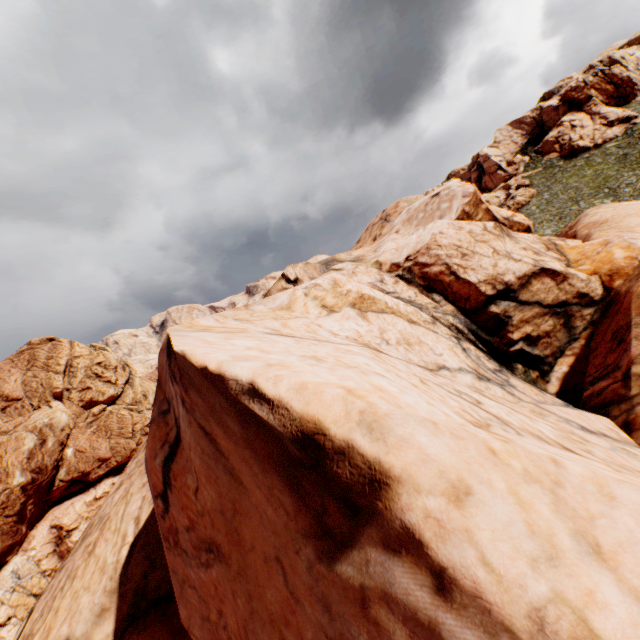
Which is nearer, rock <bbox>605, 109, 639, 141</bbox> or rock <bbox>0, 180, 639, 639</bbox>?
rock <bbox>0, 180, 639, 639</bbox>

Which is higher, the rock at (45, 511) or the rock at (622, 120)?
the rock at (622, 120)

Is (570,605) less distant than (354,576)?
Yes

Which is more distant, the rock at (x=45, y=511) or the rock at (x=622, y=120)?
the rock at (x=622, y=120)

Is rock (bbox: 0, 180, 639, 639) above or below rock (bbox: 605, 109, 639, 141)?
below
